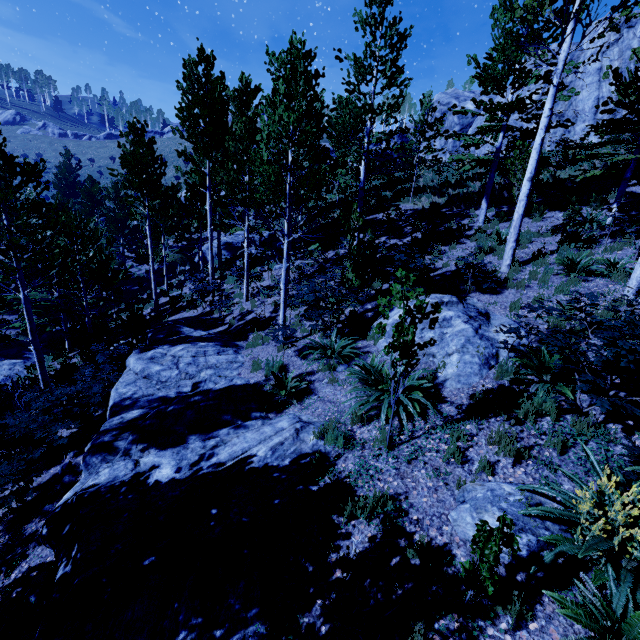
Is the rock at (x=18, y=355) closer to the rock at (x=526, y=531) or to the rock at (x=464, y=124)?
the rock at (x=526, y=531)

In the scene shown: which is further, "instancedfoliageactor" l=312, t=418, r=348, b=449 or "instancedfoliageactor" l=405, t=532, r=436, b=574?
"instancedfoliageactor" l=312, t=418, r=348, b=449

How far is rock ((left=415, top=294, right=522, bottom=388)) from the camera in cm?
612

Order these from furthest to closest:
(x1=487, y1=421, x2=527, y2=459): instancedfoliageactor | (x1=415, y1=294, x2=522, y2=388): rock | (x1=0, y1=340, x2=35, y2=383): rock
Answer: (x1=0, y1=340, x2=35, y2=383): rock
(x1=415, y1=294, x2=522, y2=388): rock
(x1=487, y1=421, x2=527, y2=459): instancedfoliageactor

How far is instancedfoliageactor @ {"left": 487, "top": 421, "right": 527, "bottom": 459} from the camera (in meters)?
4.37

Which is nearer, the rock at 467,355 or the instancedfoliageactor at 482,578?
the instancedfoliageactor at 482,578

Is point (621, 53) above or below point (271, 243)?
above

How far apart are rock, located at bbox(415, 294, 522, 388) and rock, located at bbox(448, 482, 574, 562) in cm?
216
